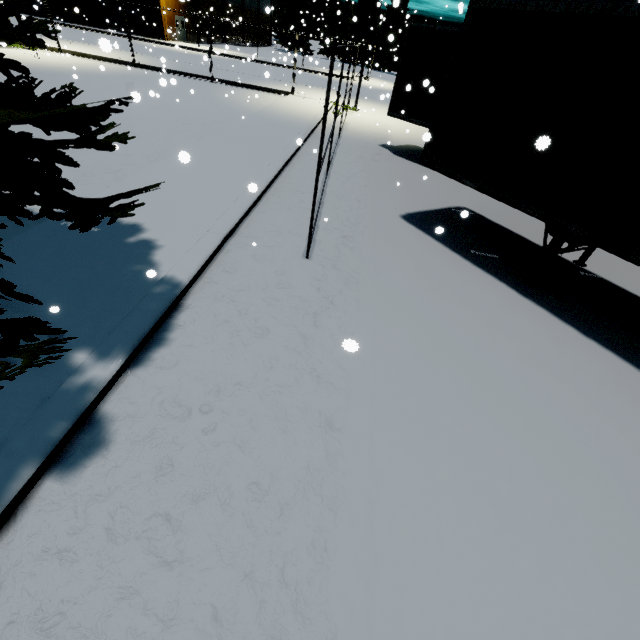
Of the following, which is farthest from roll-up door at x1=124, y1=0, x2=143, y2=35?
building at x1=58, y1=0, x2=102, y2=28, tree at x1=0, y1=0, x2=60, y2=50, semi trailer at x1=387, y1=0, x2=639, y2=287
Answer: tree at x1=0, y1=0, x2=60, y2=50

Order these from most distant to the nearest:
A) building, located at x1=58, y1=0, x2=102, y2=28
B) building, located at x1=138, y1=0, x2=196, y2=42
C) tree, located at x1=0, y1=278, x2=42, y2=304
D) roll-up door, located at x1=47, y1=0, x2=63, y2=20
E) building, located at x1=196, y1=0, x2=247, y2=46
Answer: building, located at x1=196, y1=0, x2=247, y2=46, roll-up door, located at x1=47, y1=0, x2=63, y2=20, building, located at x1=58, y1=0, x2=102, y2=28, building, located at x1=138, y1=0, x2=196, y2=42, tree, located at x1=0, y1=278, x2=42, y2=304

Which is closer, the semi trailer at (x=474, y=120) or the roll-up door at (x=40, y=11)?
the semi trailer at (x=474, y=120)

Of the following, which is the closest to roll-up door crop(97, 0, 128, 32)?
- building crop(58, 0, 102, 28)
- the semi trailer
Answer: building crop(58, 0, 102, 28)

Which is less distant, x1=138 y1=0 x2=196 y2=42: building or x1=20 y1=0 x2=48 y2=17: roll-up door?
x1=138 y1=0 x2=196 y2=42: building

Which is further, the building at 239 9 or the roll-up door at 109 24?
the building at 239 9

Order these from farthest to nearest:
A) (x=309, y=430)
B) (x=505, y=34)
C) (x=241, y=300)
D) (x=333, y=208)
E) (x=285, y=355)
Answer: (x=333, y=208) < (x=505, y=34) < (x=241, y=300) < (x=285, y=355) < (x=309, y=430)
